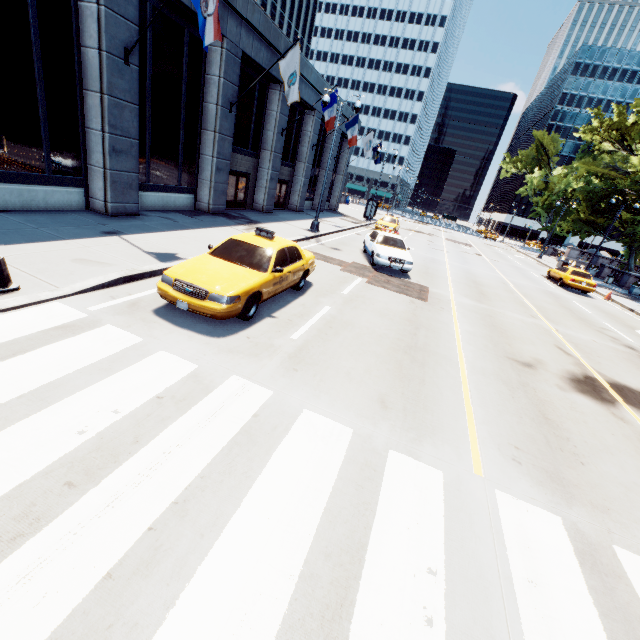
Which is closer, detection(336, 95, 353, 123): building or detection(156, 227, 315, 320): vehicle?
detection(156, 227, 315, 320): vehicle

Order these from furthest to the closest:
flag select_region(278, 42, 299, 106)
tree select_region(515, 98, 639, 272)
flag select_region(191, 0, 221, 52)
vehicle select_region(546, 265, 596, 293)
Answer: tree select_region(515, 98, 639, 272), vehicle select_region(546, 265, 596, 293), flag select_region(278, 42, 299, 106), flag select_region(191, 0, 221, 52)

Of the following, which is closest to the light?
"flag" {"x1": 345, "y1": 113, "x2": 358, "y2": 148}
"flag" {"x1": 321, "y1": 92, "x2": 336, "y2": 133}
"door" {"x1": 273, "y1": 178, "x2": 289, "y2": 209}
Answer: "flag" {"x1": 321, "y1": 92, "x2": 336, "y2": 133}

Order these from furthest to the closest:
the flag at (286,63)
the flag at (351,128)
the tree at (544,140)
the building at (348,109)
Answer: the tree at (544,140)
the building at (348,109)
the flag at (351,128)
the flag at (286,63)

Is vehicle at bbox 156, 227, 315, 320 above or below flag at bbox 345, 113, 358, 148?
below

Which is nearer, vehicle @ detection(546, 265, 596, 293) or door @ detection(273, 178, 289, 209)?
vehicle @ detection(546, 265, 596, 293)

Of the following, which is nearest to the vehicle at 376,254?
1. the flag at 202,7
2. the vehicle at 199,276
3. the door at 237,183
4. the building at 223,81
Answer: the vehicle at 199,276

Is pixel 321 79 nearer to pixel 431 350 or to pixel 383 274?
pixel 383 274
